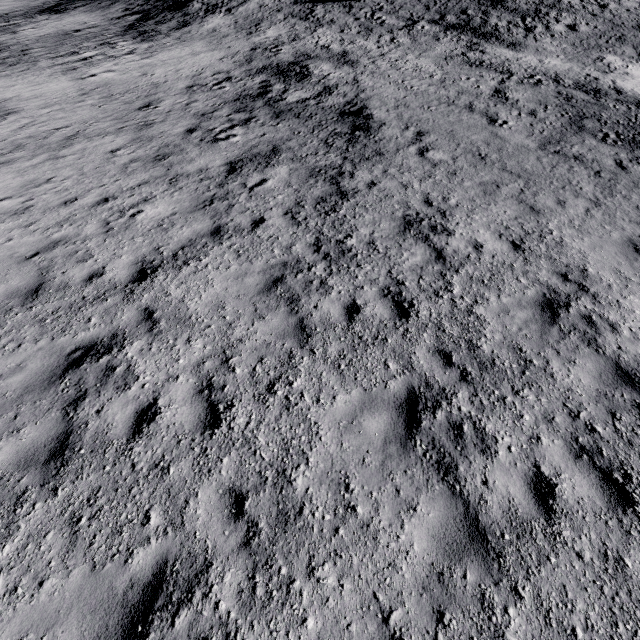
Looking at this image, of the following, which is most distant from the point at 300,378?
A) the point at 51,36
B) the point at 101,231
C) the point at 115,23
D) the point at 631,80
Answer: the point at 115,23
